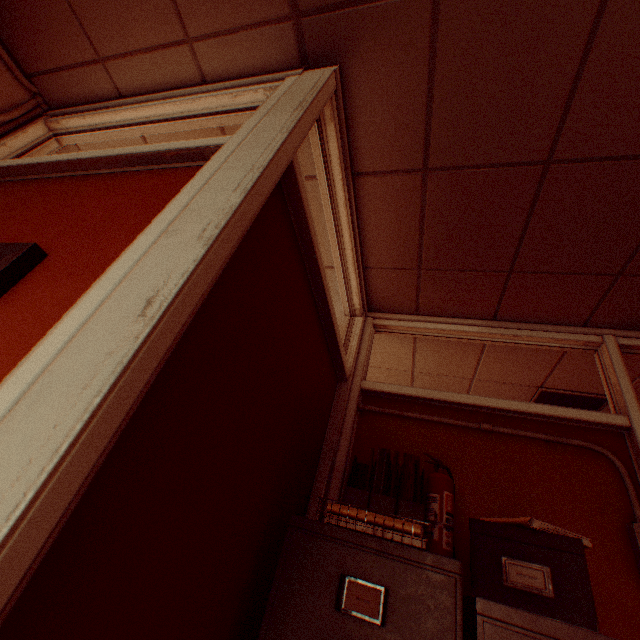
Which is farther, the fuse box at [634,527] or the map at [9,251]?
the fuse box at [634,527]

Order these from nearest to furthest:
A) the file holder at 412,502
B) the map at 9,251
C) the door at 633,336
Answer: the map at 9,251
the file holder at 412,502
the door at 633,336

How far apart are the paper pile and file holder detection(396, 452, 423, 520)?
0.2m

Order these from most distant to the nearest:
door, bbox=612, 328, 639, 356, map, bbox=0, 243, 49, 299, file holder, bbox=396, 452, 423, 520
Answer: door, bbox=612, 328, 639, 356 < file holder, bbox=396, 452, 423, 520 < map, bbox=0, 243, 49, 299

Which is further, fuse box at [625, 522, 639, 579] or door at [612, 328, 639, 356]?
door at [612, 328, 639, 356]

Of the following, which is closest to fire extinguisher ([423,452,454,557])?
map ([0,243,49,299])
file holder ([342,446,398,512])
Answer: file holder ([342,446,398,512])

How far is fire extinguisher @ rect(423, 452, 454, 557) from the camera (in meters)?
1.50

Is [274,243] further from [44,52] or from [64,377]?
[44,52]
